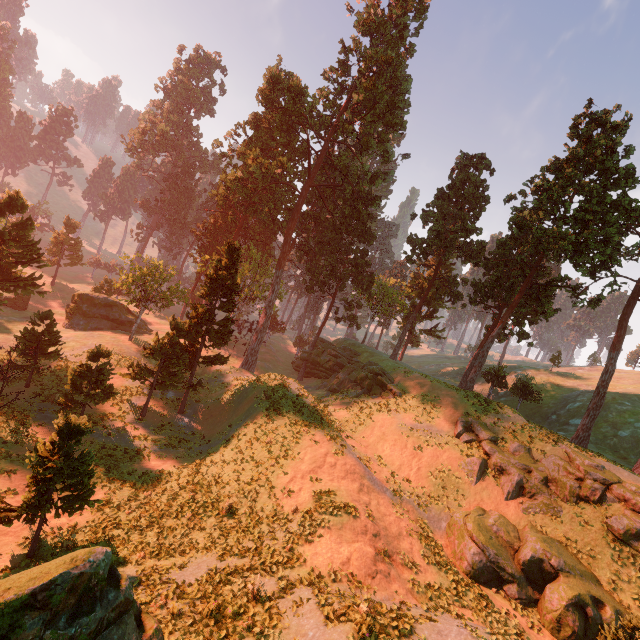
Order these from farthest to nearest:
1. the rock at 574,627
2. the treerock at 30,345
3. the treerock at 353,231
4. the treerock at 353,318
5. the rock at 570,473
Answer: the treerock at 353,318 → the treerock at 353,231 → the treerock at 30,345 → the rock at 570,473 → the rock at 574,627

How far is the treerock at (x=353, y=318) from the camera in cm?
4852

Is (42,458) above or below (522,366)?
below

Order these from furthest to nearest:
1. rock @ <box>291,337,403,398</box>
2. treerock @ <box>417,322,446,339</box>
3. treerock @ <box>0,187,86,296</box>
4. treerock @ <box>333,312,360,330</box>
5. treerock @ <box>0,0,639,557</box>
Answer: treerock @ <box>417,322,446,339</box> → treerock @ <box>333,312,360,330</box> → rock @ <box>291,337,403,398</box> → treerock @ <box>0,187,86,296</box> → treerock @ <box>0,0,639,557</box>

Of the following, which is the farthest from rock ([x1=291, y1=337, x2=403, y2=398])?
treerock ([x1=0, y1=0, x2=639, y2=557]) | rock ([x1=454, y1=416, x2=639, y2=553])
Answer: Answer: rock ([x1=454, y1=416, x2=639, y2=553])

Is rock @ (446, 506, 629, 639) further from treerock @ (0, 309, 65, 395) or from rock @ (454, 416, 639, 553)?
treerock @ (0, 309, 65, 395)
